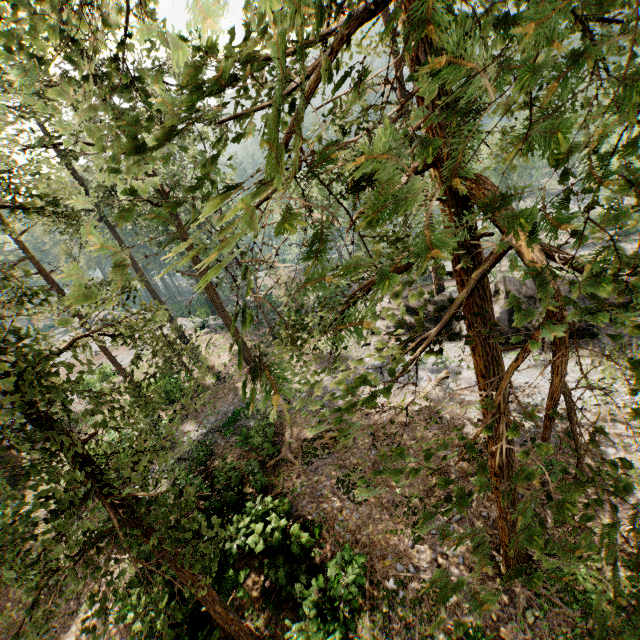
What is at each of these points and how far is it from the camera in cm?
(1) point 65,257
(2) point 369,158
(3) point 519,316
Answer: (1) foliage, 2822
(2) foliage, 142
(3) foliage, 278

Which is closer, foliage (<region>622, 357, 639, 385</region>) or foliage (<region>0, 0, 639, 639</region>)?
foliage (<region>0, 0, 639, 639</region>)

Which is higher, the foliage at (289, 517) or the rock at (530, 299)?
the rock at (530, 299)

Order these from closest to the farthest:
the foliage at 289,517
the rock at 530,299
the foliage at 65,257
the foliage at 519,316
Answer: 1. the foliage at 519,316
2. the foliage at 289,517
3. the rock at 530,299
4. the foliage at 65,257

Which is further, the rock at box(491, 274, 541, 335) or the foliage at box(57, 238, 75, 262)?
the foliage at box(57, 238, 75, 262)

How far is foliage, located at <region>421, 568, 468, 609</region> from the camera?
2.9 meters
